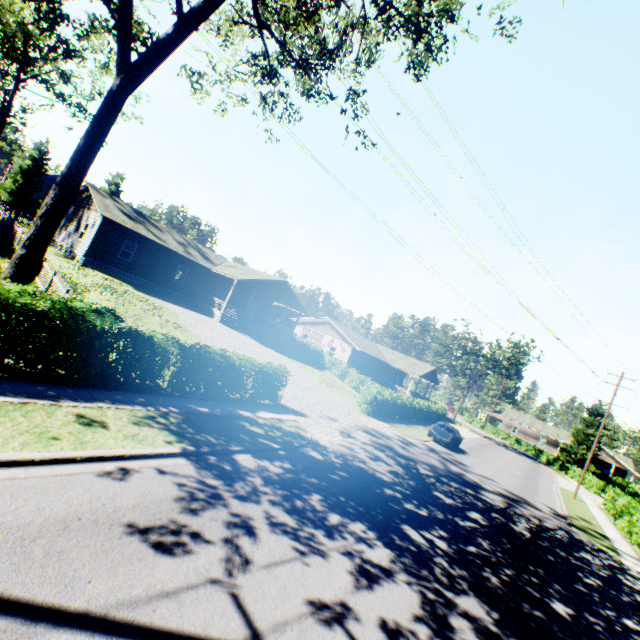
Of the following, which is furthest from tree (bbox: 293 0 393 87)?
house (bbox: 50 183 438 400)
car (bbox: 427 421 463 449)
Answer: car (bbox: 427 421 463 449)

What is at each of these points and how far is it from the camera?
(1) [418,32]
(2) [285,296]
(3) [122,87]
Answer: (1) tree, 11.30m
(2) house, 34.88m
(3) tree, 9.21m

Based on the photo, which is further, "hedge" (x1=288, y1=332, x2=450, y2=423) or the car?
the car

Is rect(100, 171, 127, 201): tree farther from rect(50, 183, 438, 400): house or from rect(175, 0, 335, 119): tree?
rect(50, 183, 438, 400): house

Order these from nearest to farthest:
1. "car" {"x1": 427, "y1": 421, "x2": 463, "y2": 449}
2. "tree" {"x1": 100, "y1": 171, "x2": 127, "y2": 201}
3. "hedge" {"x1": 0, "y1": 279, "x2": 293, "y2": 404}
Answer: "hedge" {"x1": 0, "y1": 279, "x2": 293, "y2": 404}
"car" {"x1": 427, "y1": 421, "x2": 463, "y2": 449}
"tree" {"x1": 100, "y1": 171, "x2": 127, "y2": 201}

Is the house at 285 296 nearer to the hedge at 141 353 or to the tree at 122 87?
the tree at 122 87

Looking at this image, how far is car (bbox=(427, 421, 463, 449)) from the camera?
24.7 meters

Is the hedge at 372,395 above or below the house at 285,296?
below
